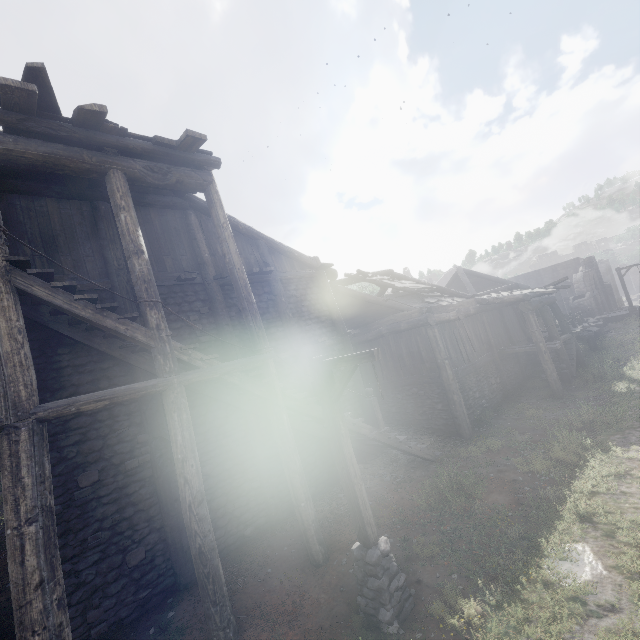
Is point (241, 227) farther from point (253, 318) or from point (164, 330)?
point (164, 330)

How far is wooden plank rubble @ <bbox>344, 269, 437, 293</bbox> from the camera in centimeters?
1527cm

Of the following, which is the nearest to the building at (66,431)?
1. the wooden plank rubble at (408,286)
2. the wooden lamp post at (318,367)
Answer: the wooden plank rubble at (408,286)

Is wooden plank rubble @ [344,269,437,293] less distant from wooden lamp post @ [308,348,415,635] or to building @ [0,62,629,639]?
building @ [0,62,629,639]

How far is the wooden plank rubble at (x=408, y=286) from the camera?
15.27m

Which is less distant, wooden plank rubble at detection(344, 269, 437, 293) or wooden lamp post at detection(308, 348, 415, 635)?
wooden lamp post at detection(308, 348, 415, 635)

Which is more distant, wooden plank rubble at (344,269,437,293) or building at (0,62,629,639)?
wooden plank rubble at (344,269,437,293)

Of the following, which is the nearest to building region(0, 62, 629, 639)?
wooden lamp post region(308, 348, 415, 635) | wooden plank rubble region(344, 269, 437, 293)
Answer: wooden plank rubble region(344, 269, 437, 293)
